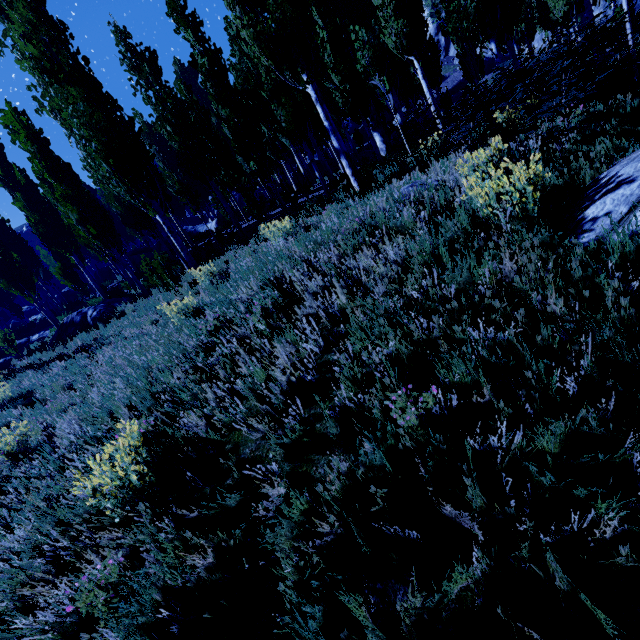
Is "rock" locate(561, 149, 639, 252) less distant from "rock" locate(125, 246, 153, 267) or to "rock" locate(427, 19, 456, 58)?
"rock" locate(125, 246, 153, 267)

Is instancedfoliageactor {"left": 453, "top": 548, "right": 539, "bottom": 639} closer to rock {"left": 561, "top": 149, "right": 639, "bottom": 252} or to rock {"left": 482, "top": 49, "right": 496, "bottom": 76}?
rock {"left": 482, "top": 49, "right": 496, "bottom": 76}

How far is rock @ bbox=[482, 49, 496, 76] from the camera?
38.16m

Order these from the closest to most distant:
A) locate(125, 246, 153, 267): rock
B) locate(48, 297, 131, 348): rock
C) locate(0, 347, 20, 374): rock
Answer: locate(48, 297, 131, 348): rock < locate(0, 347, 20, 374): rock < locate(125, 246, 153, 267): rock

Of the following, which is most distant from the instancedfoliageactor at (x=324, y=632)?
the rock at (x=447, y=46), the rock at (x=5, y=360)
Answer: the rock at (x=5, y=360)

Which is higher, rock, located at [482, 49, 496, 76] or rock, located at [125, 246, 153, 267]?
rock, located at [482, 49, 496, 76]

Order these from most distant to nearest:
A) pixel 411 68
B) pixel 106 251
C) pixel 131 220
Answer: pixel 131 220 < pixel 106 251 < pixel 411 68

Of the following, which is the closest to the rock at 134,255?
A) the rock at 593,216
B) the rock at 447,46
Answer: the rock at 593,216
